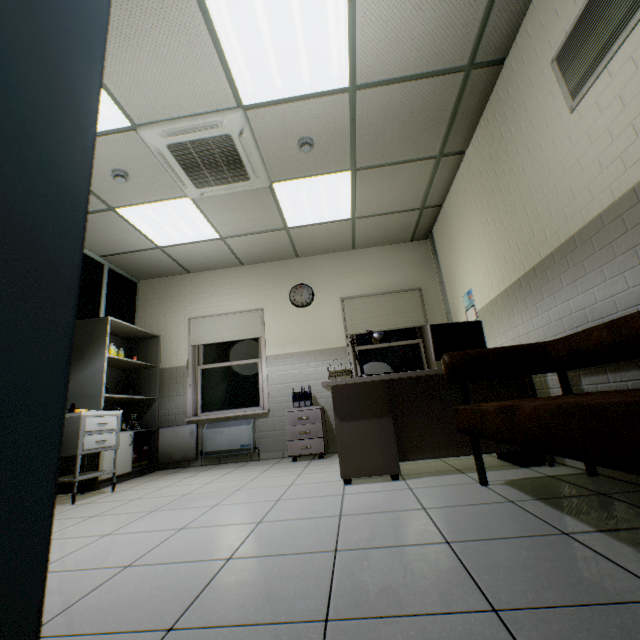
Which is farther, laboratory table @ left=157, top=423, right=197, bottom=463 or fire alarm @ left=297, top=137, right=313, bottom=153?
laboratory table @ left=157, top=423, right=197, bottom=463

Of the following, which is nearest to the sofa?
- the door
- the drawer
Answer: the door

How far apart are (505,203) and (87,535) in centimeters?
419cm

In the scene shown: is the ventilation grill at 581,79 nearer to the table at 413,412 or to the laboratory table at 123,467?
the table at 413,412

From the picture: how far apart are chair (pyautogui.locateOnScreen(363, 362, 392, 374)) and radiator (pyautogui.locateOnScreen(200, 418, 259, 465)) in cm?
193

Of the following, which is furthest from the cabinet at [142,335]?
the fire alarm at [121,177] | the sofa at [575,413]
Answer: the sofa at [575,413]

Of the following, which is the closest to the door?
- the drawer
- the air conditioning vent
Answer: the air conditioning vent

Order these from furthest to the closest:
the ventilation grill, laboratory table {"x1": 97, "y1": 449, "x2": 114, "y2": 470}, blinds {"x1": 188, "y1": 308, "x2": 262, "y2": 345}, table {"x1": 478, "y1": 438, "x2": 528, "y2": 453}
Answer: blinds {"x1": 188, "y1": 308, "x2": 262, "y2": 345} → laboratory table {"x1": 97, "y1": 449, "x2": 114, "y2": 470} → table {"x1": 478, "y1": 438, "x2": 528, "y2": 453} → the ventilation grill
